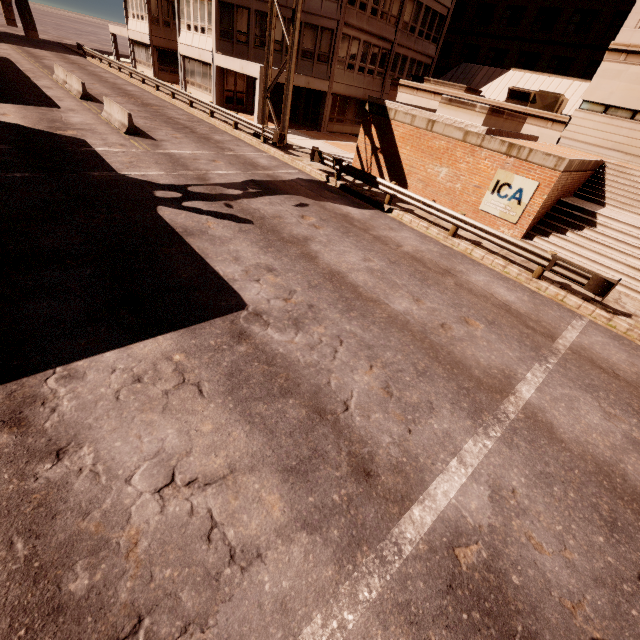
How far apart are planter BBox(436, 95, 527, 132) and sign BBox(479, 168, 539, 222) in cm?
255

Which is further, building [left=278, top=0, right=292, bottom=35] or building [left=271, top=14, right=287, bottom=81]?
building [left=271, top=14, right=287, bottom=81]

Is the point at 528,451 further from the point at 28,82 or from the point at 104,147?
the point at 28,82

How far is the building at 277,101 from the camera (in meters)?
24.23

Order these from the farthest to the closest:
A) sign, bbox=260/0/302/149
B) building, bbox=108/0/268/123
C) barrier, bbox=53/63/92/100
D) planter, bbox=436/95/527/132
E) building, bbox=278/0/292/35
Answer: building, bbox=108/0/268/123 < building, bbox=278/0/292/35 < barrier, bbox=53/63/92/100 < sign, bbox=260/0/302/149 < planter, bbox=436/95/527/132

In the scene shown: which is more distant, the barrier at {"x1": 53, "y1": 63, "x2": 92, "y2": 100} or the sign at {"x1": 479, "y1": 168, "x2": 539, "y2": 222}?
the barrier at {"x1": 53, "y1": 63, "x2": 92, "y2": 100}

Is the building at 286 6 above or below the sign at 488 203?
above

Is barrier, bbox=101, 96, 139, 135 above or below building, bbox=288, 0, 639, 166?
below
